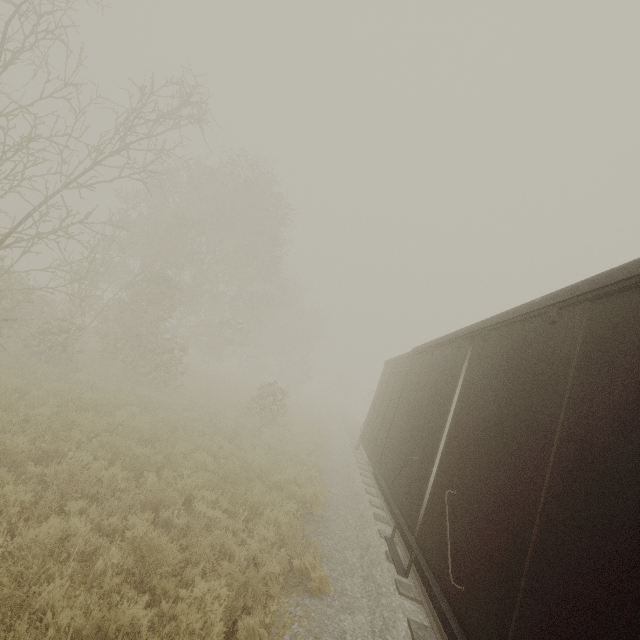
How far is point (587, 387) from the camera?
2.74m
